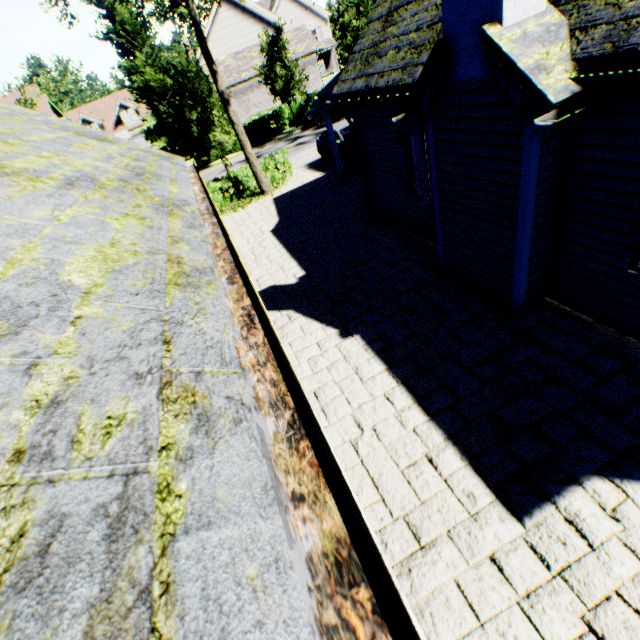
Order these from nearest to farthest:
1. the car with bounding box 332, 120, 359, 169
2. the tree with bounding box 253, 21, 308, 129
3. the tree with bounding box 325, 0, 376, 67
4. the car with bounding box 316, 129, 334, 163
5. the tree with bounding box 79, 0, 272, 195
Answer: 1. the tree with bounding box 79, 0, 272, 195
2. the car with bounding box 332, 120, 359, 169
3. the car with bounding box 316, 129, 334, 163
4. the tree with bounding box 253, 21, 308, 129
5. the tree with bounding box 325, 0, 376, 67

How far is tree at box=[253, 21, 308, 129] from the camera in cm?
2478

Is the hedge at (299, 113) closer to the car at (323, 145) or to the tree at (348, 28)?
the tree at (348, 28)

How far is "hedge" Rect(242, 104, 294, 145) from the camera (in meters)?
29.77

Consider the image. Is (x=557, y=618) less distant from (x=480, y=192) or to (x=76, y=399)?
(x=76, y=399)

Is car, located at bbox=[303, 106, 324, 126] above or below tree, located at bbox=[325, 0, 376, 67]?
below

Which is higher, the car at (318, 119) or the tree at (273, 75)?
the tree at (273, 75)

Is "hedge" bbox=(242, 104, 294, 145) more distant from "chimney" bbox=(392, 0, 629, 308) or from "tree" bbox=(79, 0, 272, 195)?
"chimney" bbox=(392, 0, 629, 308)
